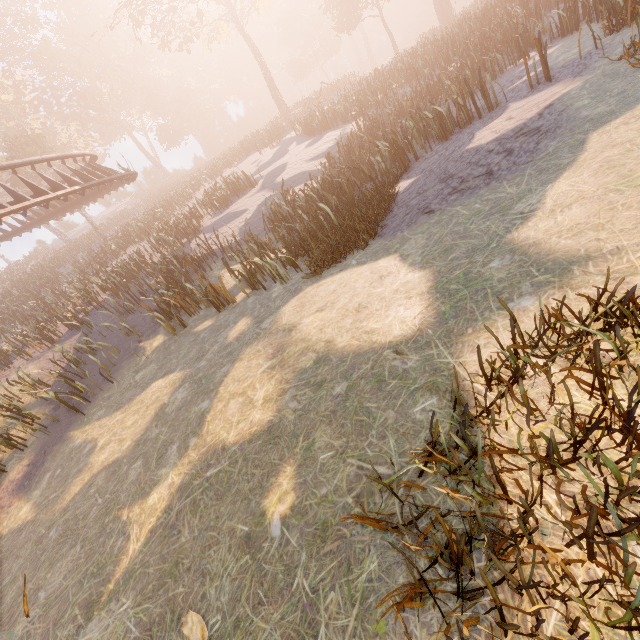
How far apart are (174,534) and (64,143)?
60.6 meters
